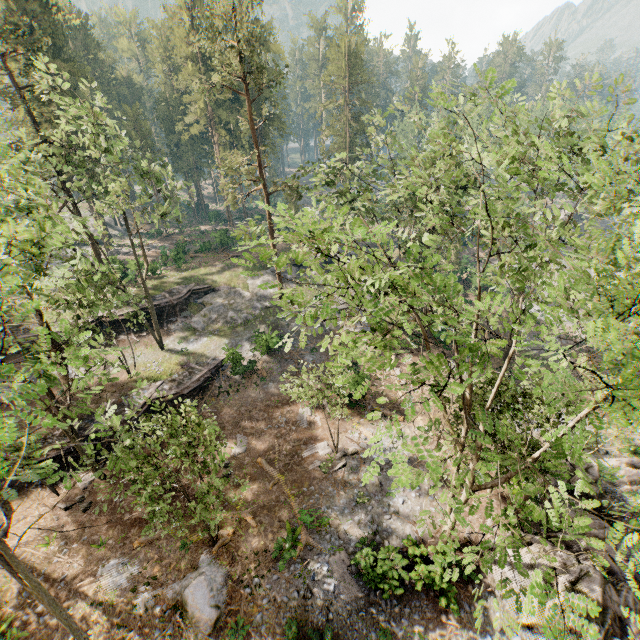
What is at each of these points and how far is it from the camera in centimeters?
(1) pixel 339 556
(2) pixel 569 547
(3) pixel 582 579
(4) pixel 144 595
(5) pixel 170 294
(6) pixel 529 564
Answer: (1) foliage, 1616cm
(2) rock, 1549cm
(3) rock, 1351cm
(4) rock, 1523cm
(5) ground embankment, 3378cm
(6) rock, 1457cm

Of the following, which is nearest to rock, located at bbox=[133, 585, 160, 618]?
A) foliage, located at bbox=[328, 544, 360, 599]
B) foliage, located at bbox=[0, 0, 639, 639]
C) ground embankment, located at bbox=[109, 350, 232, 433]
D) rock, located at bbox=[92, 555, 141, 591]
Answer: rock, located at bbox=[92, 555, 141, 591]

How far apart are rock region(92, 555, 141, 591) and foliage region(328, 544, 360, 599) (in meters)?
9.27

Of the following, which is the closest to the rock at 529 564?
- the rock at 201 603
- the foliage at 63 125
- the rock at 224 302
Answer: the foliage at 63 125

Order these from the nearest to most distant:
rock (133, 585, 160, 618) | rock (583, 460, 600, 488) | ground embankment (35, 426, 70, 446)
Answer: rock (133, 585, 160, 618) < rock (583, 460, 600, 488) < ground embankment (35, 426, 70, 446)

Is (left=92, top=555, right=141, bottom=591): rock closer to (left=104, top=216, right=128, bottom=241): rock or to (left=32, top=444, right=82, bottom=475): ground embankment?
(left=32, top=444, right=82, bottom=475): ground embankment

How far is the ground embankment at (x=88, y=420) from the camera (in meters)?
21.66

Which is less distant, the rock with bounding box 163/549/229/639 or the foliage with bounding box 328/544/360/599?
the rock with bounding box 163/549/229/639
